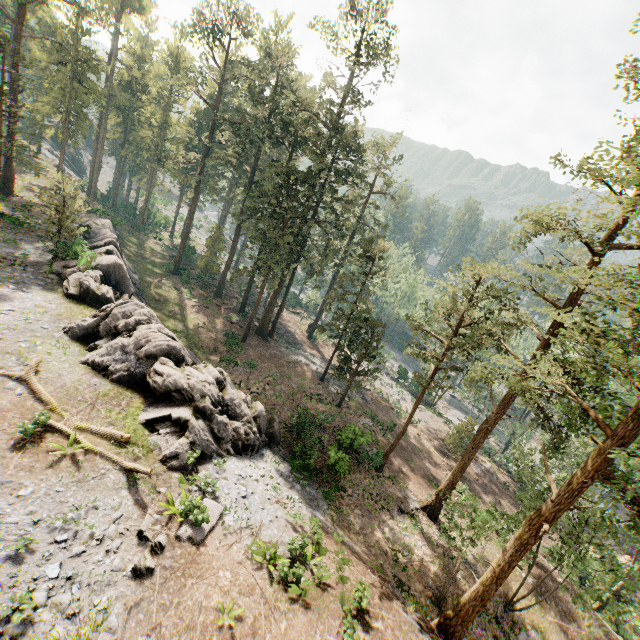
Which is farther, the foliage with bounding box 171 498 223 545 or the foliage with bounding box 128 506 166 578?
the foliage with bounding box 171 498 223 545

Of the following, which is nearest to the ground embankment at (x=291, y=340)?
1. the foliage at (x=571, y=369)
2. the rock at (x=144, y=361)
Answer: the foliage at (x=571, y=369)

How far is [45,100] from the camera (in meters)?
34.56

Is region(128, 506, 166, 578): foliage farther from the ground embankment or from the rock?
the rock

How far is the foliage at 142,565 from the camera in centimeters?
1024cm
